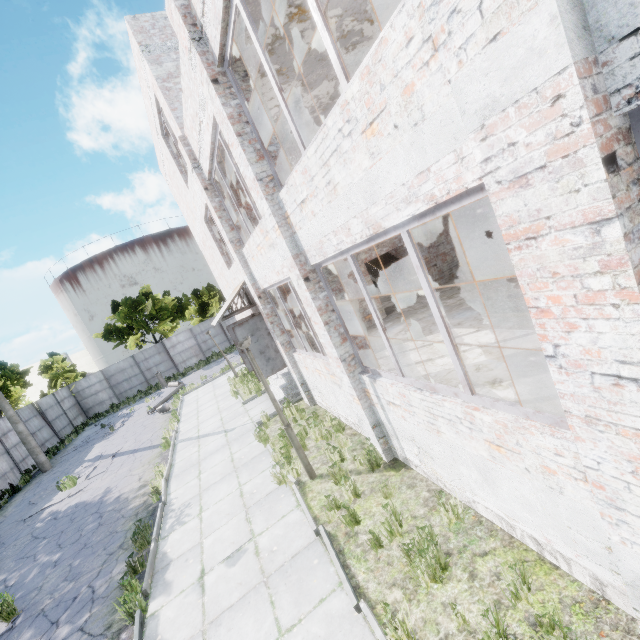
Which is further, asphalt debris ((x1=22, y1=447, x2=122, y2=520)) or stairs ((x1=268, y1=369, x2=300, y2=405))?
asphalt debris ((x1=22, y1=447, x2=122, y2=520))

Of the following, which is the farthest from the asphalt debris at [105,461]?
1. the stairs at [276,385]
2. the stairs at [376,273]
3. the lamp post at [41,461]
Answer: the stairs at [376,273]

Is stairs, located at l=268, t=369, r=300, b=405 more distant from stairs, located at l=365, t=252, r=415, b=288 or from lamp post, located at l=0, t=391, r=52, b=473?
lamp post, located at l=0, t=391, r=52, b=473

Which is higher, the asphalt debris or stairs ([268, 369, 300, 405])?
stairs ([268, 369, 300, 405])

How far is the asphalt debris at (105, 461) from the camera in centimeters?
1247cm

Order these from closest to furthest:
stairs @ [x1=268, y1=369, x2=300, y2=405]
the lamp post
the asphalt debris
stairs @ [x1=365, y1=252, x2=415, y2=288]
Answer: stairs @ [x1=268, y1=369, x2=300, y2=405] < the asphalt debris < the lamp post < stairs @ [x1=365, y1=252, x2=415, y2=288]

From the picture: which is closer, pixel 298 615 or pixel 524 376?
pixel 298 615

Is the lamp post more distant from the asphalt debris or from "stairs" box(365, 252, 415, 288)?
"stairs" box(365, 252, 415, 288)
